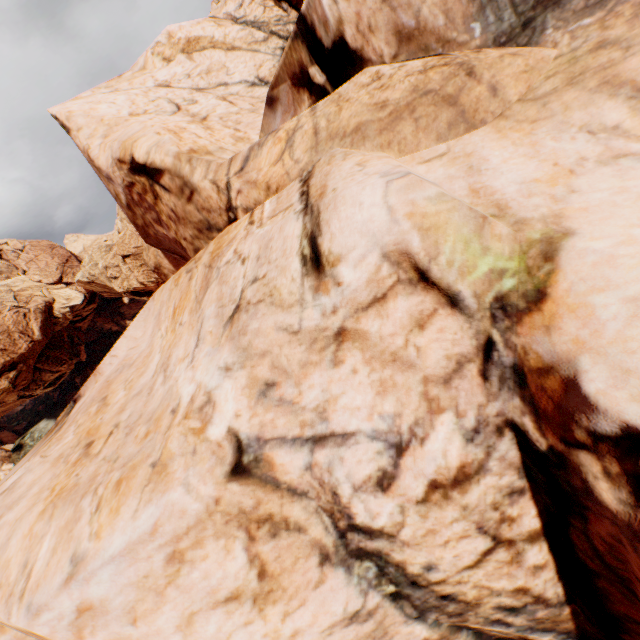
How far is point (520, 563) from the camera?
5.0m
